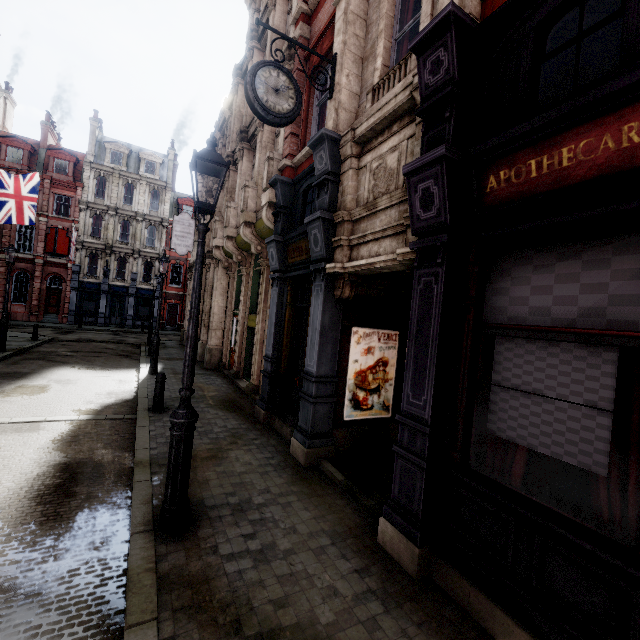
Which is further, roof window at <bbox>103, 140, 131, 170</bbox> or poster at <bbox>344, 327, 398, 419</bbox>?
roof window at <bbox>103, 140, 131, 170</bbox>

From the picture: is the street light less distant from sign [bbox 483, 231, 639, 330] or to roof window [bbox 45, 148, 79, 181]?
sign [bbox 483, 231, 639, 330]

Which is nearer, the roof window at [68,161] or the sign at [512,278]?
the sign at [512,278]

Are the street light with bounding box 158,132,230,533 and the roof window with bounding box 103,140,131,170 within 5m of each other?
no

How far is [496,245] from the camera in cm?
339

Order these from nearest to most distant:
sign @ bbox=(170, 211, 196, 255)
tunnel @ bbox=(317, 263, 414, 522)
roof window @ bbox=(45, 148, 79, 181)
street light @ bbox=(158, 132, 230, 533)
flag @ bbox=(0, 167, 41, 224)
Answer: street light @ bbox=(158, 132, 230, 533)
tunnel @ bbox=(317, 263, 414, 522)
flag @ bbox=(0, 167, 41, 224)
sign @ bbox=(170, 211, 196, 255)
roof window @ bbox=(45, 148, 79, 181)

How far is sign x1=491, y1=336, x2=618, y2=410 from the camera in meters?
2.6 m
